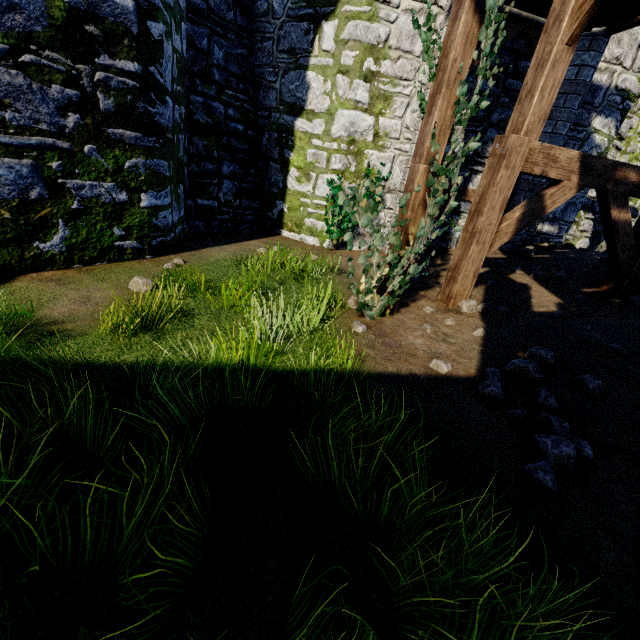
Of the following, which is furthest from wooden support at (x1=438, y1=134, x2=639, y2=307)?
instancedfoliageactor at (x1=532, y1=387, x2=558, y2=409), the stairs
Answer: instancedfoliageactor at (x1=532, y1=387, x2=558, y2=409)

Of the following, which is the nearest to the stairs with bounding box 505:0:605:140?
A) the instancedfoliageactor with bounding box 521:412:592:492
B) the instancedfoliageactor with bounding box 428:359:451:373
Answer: the instancedfoliageactor with bounding box 521:412:592:492

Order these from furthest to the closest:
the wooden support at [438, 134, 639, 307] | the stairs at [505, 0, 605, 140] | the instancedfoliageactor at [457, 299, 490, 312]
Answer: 1. the instancedfoliageactor at [457, 299, 490, 312]
2. the wooden support at [438, 134, 639, 307]
3. the stairs at [505, 0, 605, 140]

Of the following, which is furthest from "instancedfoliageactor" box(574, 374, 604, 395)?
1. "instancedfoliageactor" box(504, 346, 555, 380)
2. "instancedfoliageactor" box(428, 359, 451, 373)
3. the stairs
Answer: the stairs

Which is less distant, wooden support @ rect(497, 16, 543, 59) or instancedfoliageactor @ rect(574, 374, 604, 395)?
instancedfoliageactor @ rect(574, 374, 604, 395)

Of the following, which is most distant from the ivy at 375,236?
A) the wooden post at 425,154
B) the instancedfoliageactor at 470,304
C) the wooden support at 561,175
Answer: the instancedfoliageactor at 470,304

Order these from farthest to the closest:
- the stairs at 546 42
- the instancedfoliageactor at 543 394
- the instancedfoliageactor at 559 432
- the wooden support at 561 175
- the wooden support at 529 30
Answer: the wooden support at 529 30 → the wooden support at 561 175 → the stairs at 546 42 → the instancedfoliageactor at 543 394 → the instancedfoliageactor at 559 432

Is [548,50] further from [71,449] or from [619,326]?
[71,449]
